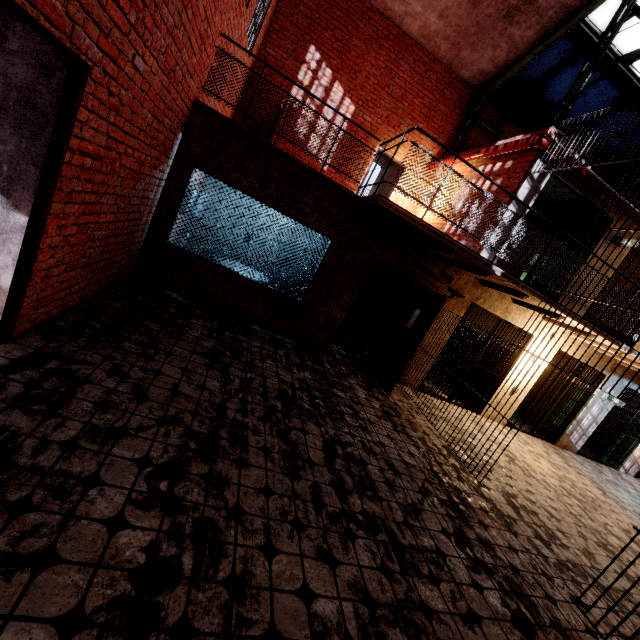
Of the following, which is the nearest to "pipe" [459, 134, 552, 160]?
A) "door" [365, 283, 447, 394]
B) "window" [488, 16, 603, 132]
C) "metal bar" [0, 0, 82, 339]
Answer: "window" [488, 16, 603, 132]

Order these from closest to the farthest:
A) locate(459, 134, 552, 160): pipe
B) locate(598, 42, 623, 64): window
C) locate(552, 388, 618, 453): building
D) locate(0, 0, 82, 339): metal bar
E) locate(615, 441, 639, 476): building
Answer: locate(0, 0, 82, 339): metal bar → locate(459, 134, 552, 160): pipe → locate(598, 42, 623, 64): window → locate(552, 388, 618, 453): building → locate(615, 441, 639, 476): building

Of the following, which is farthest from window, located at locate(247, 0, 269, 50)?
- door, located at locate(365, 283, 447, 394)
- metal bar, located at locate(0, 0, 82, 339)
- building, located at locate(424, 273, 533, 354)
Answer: building, located at locate(424, 273, 533, 354)

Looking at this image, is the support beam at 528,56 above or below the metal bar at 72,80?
above

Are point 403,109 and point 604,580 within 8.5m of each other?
no

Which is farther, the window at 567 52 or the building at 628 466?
the building at 628 466

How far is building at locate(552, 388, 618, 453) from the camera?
8.9 meters

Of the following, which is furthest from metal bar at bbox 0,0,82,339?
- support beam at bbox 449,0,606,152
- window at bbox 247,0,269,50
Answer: support beam at bbox 449,0,606,152
